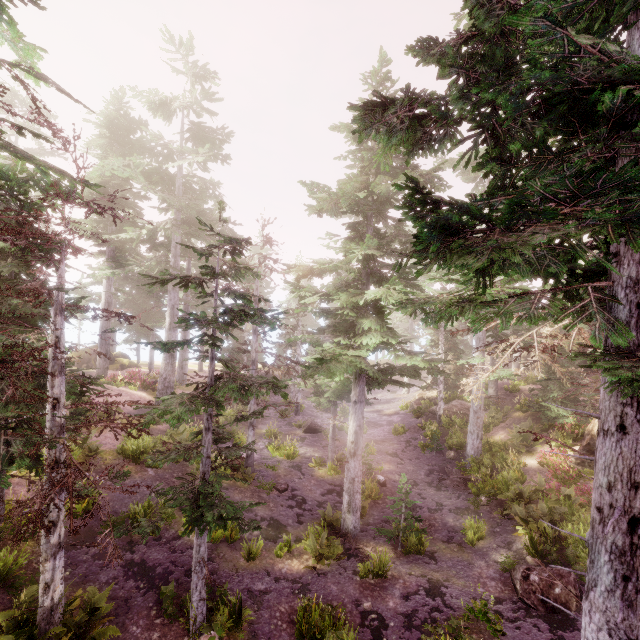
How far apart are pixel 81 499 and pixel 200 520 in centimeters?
795cm

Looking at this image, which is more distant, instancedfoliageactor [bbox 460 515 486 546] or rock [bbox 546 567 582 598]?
instancedfoliageactor [bbox 460 515 486 546]

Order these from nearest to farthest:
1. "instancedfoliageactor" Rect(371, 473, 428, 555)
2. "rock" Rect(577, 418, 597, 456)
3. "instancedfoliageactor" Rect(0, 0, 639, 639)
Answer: "instancedfoliageactor" Rect(0, 0, 639, 639) → "instancedfoliageactor" Rect(371, 473, 428, 555) → "rock" Rect(577, 418, 597, 456)

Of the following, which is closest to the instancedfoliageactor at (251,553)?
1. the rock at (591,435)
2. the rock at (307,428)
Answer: the rock at (591,435)

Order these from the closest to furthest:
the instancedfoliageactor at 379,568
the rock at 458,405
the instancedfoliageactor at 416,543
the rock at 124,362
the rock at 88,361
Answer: the instancedfoliageactor at 379,568 → the instancedfoliageactor at 416,543 → the rock at 458,405 → the rock at 88,361 → the rock at 124,362

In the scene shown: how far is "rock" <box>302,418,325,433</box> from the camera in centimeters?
2570cm

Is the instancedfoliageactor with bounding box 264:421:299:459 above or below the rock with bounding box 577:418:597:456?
below

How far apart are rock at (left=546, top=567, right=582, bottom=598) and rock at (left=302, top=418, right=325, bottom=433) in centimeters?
1553cm
